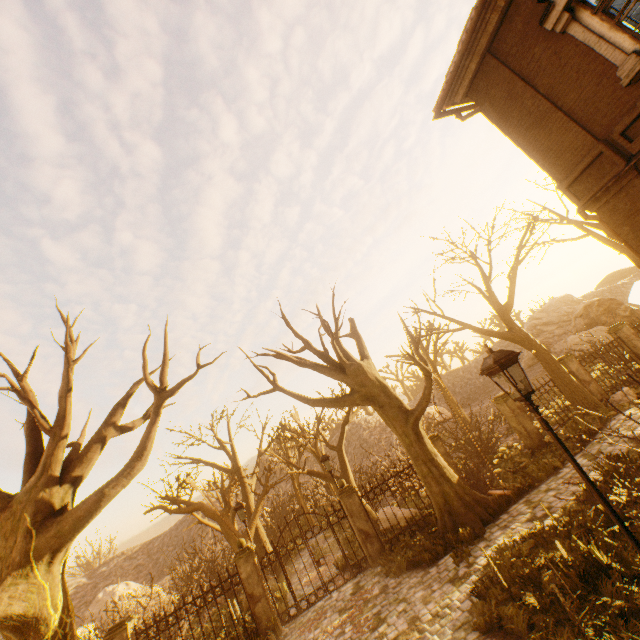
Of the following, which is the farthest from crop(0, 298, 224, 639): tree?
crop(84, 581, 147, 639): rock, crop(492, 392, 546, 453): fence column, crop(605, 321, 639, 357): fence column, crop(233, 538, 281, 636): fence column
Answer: crop(84, 581, 147, 639): rock

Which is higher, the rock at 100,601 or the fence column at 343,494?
the rock at 100,601

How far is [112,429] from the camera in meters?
8.5 m

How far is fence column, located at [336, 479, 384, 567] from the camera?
11.0 meters

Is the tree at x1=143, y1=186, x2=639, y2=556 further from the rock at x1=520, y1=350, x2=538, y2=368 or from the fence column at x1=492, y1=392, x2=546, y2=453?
the rock at x1=520, y1=350, x2=538, y2=368

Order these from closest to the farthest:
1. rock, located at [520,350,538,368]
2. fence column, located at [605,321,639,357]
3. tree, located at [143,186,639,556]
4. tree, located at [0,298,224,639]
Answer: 1. tree, located at [0,298,224,639]
2. tree, located at [143,186,639,556]
3. fence column, located at [605,321,639,357]
4. rock, located at [520,350,538,368]

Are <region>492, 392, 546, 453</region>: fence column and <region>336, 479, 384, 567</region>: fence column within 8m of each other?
yes

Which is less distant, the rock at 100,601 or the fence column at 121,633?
the fence column at 121,633
